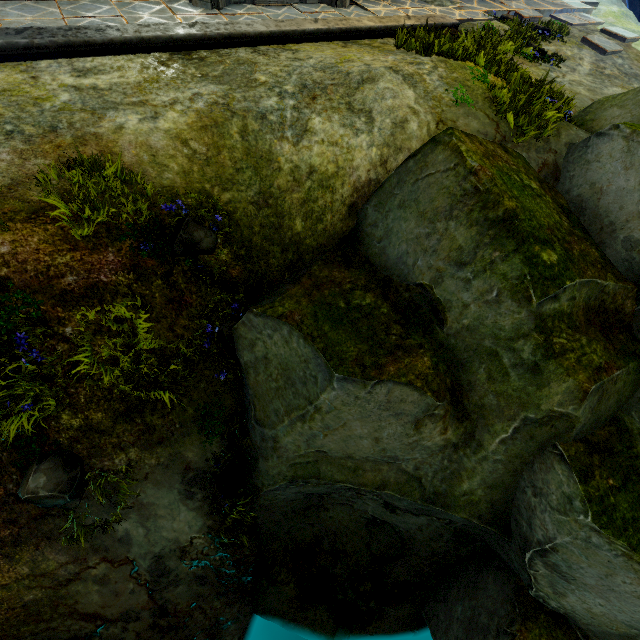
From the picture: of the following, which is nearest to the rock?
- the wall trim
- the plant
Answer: the plant

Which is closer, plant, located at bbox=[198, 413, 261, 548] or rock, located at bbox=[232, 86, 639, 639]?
rock, located at bbox=[232, 86, 639, 639]

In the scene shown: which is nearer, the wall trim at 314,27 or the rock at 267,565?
the rock at 267,565

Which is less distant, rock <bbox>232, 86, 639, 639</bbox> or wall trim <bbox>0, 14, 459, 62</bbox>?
rock <bbox>232, 86, 639, 639</bbox>

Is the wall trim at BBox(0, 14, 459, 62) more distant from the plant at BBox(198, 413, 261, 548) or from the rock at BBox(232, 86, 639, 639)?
the plant at BBox(198, 413, 261, 548)

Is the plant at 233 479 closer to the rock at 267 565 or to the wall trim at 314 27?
the rock at 267 565

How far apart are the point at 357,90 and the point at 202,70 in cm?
303
